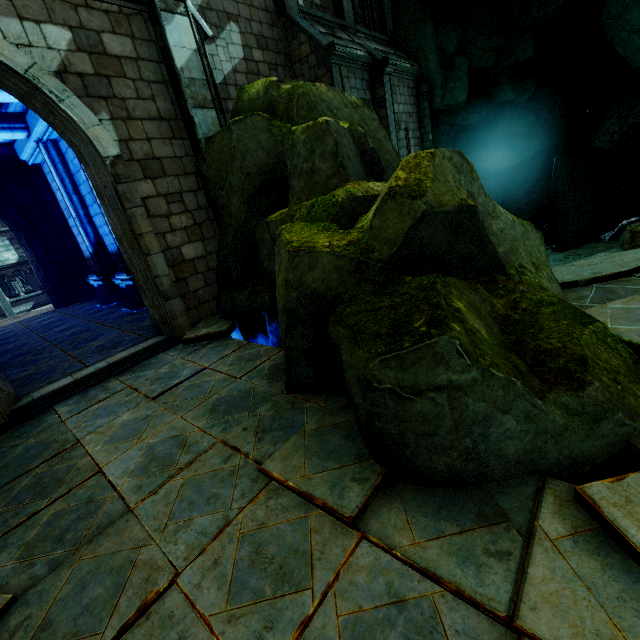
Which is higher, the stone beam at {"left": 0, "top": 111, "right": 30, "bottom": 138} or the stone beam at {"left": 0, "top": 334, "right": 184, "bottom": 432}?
the stone beam at {"left": 0, "top": 111, "right": 30, "bottom": 138}

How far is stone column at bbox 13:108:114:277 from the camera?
10.3 meters

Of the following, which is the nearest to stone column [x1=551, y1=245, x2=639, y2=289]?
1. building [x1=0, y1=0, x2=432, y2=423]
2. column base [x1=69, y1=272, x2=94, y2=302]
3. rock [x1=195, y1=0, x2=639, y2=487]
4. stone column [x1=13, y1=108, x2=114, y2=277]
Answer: rock [x1=195, y1=0, x2=639, y2=487]

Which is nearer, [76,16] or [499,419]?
[499,419]

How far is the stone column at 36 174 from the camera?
10.3 meters

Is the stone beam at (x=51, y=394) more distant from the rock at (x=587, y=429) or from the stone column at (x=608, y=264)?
the stone column at (x=608, y=264)

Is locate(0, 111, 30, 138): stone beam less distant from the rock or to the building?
the building

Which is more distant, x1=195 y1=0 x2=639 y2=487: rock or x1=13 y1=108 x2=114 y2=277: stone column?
x1=13 y1=108 x2=114 y2=277: stone column
